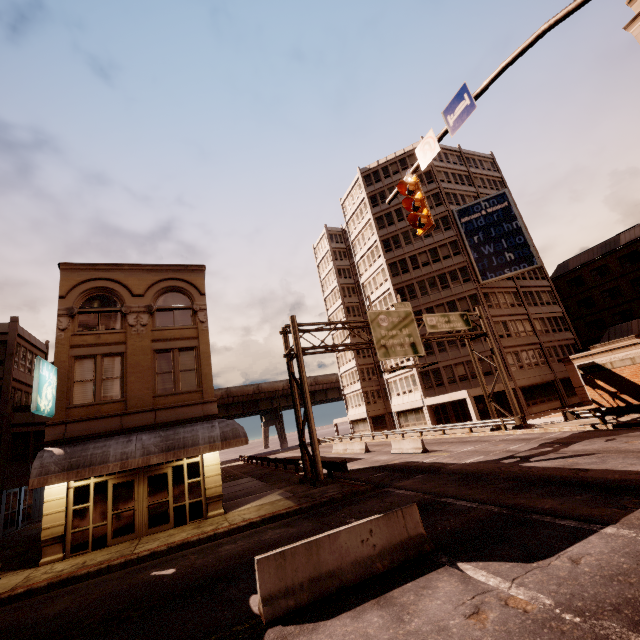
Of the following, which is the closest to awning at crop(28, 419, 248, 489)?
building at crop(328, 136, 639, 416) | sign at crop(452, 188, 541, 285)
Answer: building at crop(328, 136, 639, 416)

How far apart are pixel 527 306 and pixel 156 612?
45.36m

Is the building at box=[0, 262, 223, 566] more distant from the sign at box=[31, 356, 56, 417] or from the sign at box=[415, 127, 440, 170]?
the sign at box=[415, 127, 440, 170]

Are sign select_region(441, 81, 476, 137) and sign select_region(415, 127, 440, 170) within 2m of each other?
yes

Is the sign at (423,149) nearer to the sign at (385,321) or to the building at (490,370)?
the sign at (385,321)

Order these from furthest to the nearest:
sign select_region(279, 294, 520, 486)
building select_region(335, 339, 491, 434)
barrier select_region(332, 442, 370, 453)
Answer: building select_region(335, 339, 491, 434) < barrier select_region(332, 442, 370, 453) < sign select_region(279, 294, 520, 486)

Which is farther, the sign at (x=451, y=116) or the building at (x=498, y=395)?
the building at (x=498, y=395)

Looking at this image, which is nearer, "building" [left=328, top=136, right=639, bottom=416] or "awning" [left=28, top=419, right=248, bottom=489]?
"awning" [left=28, top=419, right=248, bottom=489]
